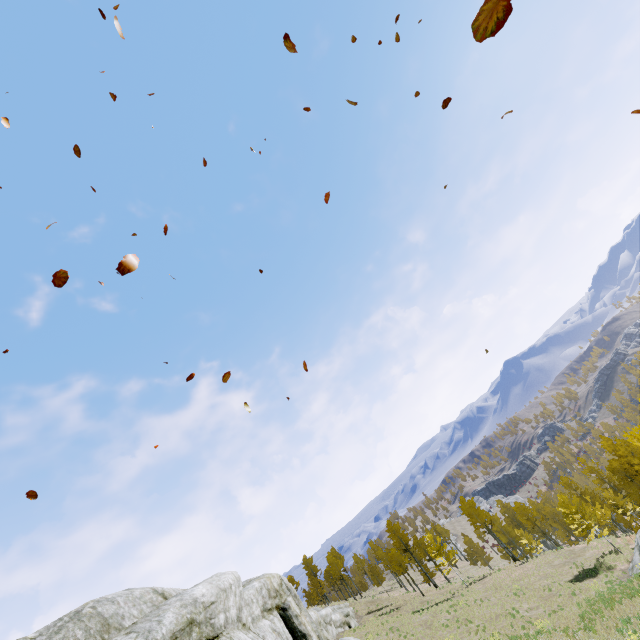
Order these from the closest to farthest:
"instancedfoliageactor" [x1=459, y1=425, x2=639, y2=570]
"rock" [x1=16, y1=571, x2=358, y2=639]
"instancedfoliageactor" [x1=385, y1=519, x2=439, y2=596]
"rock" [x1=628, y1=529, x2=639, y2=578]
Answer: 1. "rock" [x1=16, y1=571, x2=358, y2=639]
2. "rock" [x1=628, y1=529, x2=639, y2=578]
3. "instancedfoliageactor" [x1=459, y1=425, x2=639, y2=570]
4. "instancedfoliageactor" [x1=385, y1=519, x2=439, y2=596]

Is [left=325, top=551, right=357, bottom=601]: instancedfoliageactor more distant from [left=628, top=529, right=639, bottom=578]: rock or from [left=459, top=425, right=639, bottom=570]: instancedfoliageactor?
[left=628, top=529, right=639, bottom=578]: rock

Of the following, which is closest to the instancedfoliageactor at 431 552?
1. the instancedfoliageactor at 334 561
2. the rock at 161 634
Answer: the rock at 161 634

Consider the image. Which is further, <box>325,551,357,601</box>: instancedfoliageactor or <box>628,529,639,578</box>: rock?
<box>325,551,357,601</box>: instancedfoliageactor

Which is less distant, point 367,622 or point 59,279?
point 59,279

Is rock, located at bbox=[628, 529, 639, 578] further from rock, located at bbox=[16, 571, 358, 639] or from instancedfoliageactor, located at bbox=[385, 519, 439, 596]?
rock, located at bbox=[16, 571, 358, 639]

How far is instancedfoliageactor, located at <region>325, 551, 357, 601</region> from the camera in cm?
5531
